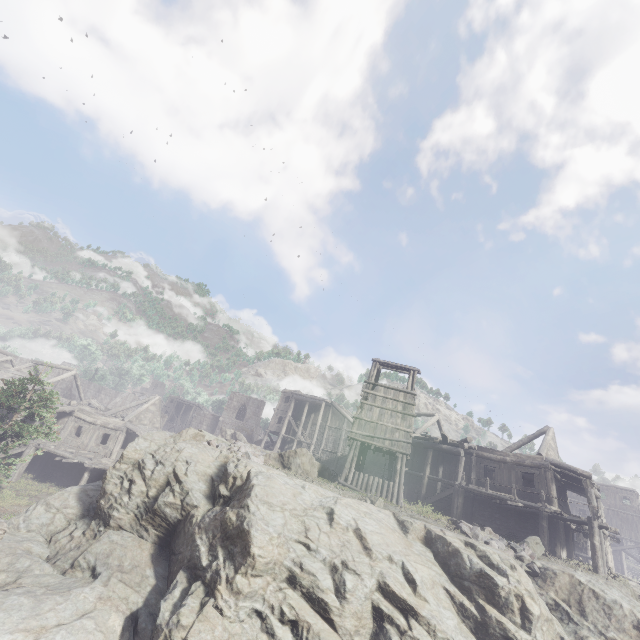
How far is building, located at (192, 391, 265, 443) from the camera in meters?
52.6

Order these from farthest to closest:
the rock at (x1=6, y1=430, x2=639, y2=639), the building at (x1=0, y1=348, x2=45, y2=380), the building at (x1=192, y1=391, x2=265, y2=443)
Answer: the building at (x1=192, y1=391, x2=265, y2=443), the building at (x1=0, y1=348, x2=45, y2=380), the rock at (x1=6, y1=430, x2=639, y2=639)

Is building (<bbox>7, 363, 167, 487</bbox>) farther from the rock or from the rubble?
the rubble

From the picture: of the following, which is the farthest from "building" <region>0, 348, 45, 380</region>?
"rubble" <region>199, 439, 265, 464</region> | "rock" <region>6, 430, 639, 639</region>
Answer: "rubble" <region>199, 439, 265, 464</region>

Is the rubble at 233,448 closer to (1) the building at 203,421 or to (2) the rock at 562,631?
(2) the rock at 562,631

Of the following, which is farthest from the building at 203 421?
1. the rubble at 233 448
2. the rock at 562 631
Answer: the rubble at 233 448

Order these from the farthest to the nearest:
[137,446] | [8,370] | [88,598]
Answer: [8,370], [137,446], [88,598]
